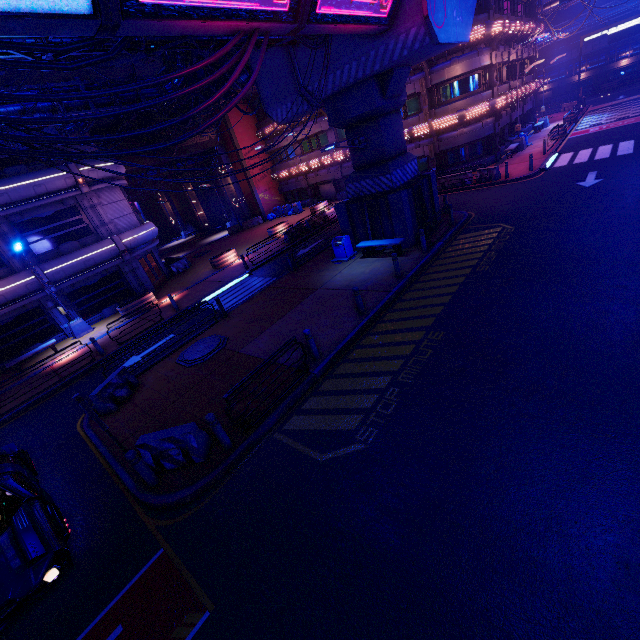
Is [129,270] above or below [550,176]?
above

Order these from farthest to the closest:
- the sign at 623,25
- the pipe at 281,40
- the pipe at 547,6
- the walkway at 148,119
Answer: the pipe at 547,6 < the sign at 623,25 < the walkway at 148,119 < the pipe at 281,40

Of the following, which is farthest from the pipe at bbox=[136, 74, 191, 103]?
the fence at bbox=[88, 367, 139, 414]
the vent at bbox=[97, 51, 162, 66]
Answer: the fence at bbox=[88, 367, 139, 414]

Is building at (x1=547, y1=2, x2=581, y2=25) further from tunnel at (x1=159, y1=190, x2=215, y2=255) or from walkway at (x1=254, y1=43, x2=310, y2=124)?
walkway at (x1=254, y1=43, x2=310, y2=124)

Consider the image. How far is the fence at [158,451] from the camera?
7.6 meters

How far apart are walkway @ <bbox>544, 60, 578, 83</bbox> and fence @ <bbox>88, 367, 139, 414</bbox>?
75.08m

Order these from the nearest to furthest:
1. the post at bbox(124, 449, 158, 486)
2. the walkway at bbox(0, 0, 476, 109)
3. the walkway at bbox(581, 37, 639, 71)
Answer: the walkway at bbox(0, 0, 476, 109) < the post at bbox(124, 449, 158, 486) < the walkway at bbox(581, 37, 639, 71)

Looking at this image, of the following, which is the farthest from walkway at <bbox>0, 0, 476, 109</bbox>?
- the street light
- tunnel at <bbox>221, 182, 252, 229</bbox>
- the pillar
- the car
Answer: the street light
